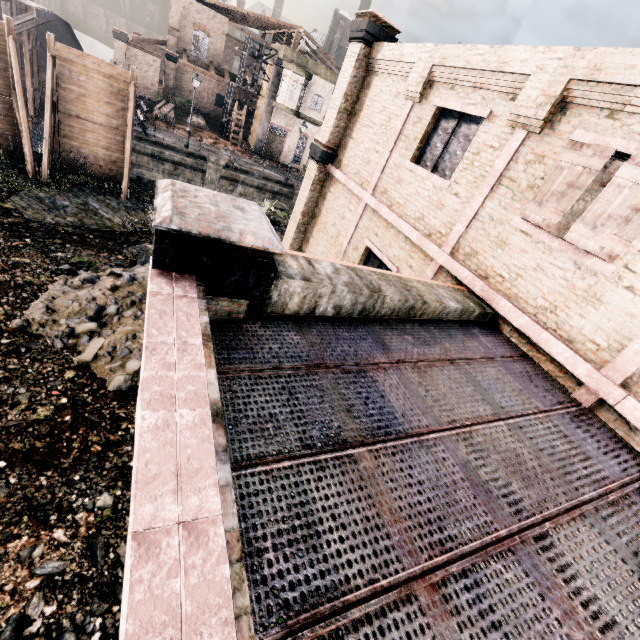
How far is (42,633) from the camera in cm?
465

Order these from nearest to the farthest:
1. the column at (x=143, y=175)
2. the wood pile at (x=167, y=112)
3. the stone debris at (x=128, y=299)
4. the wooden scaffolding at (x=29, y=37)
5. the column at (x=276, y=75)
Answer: the stone debris at (x=128, y=299), the column at (x=143, y=175), the wooden scaffolding at (x=29, y=37), the wood pile at (x=167, y=112), the column at (x=276, y=75)

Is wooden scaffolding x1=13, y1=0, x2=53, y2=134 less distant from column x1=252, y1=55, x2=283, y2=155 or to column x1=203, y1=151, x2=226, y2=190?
column x1=203, y1=151, x2=226, y2=190

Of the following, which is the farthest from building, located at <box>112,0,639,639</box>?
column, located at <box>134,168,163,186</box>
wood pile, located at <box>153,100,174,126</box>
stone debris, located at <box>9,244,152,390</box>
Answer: wood pile, located at <box>153,100,174,126</box>

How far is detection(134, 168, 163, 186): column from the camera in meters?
19.6

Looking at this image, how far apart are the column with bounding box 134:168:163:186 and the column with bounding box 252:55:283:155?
19.84m

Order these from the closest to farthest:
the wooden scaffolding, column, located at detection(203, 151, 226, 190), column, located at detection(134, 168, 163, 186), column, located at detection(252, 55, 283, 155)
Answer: column, located at detection(134, 168, 163, 186) < the wooden scaffolding < column, located at detection(203, 151, 226, 190) < column, located at detection(252, 55, 283, 155)

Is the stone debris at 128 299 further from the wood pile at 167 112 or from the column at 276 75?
the column at 276 75
